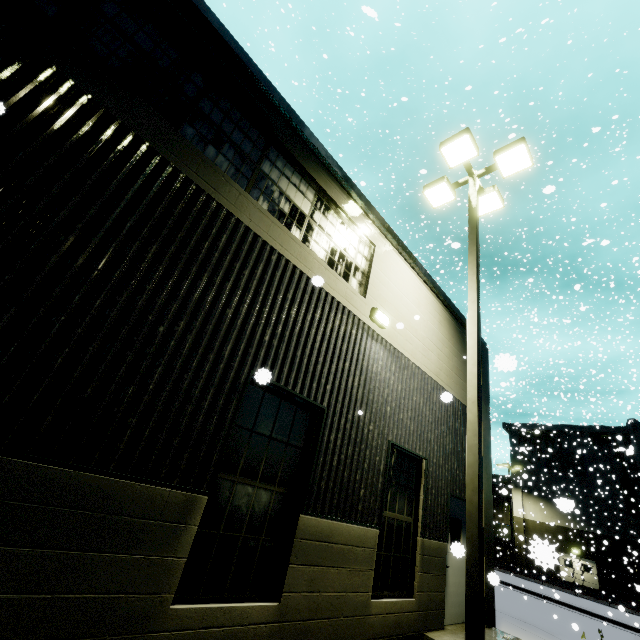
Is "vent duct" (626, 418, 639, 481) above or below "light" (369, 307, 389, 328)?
above

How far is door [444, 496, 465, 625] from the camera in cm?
696

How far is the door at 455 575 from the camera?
7.0m

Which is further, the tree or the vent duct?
the vent duct

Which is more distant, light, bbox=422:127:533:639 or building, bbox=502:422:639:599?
building, bbox=502:422:639:599

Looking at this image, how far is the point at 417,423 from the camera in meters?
7.3

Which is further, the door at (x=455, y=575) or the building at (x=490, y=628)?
the building at (x=490, y=628)

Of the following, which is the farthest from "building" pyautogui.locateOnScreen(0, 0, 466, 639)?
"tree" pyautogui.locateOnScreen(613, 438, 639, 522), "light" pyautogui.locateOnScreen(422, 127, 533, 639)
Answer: "light" pyautogui.locateOnScreen(422, 127, 533, 639)
